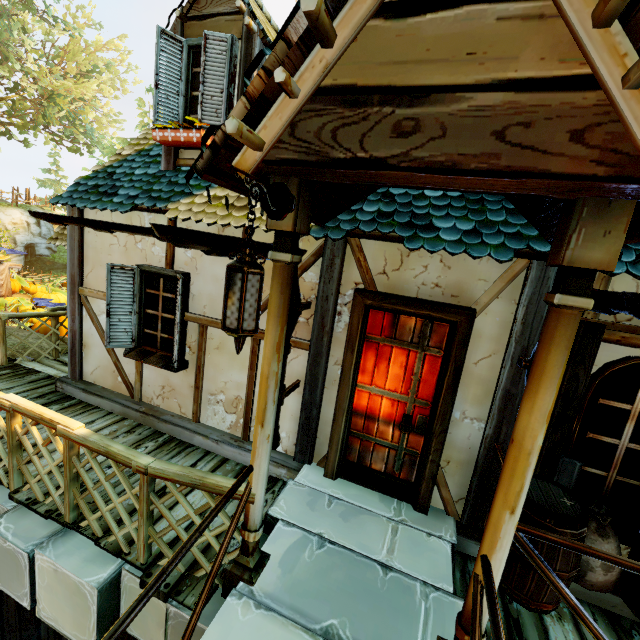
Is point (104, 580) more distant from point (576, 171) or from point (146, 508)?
point (576, 171)

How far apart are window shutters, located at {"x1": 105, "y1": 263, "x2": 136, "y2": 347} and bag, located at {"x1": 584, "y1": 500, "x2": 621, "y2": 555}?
4.30m

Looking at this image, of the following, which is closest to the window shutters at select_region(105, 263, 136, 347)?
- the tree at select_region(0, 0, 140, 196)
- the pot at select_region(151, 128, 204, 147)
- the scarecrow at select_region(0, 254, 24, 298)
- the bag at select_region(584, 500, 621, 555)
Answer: the pot at select_region(151, 128, 204, 147)

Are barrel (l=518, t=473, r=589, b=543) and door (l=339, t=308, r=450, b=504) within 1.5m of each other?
yes

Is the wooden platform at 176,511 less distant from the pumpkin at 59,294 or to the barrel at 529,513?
the barrel at 529,513

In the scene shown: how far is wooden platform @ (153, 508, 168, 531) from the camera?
3.1m

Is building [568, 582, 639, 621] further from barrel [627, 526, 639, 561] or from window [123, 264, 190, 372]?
barrel [627, 526, 639, 561]

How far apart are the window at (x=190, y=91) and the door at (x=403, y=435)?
2.9 meters
